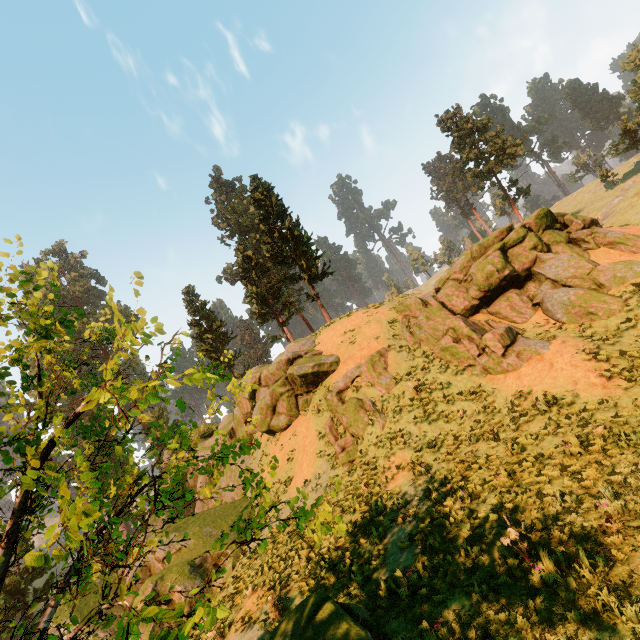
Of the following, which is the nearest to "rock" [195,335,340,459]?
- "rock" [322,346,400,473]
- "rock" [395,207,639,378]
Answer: "rock" [322,346,400,473]

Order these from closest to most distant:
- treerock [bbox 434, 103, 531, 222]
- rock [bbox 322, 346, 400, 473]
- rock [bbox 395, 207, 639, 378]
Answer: rock [bbox 395, 207, 639, 378]
rock [bbox 322, 346, 400, 473]
treerock [bbox 434, 103, 531, 222]

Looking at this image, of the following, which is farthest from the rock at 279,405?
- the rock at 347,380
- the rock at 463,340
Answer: the rock at 463,340

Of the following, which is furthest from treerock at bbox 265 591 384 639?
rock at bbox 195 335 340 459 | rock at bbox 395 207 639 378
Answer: rock at bbox 395 207 639 378

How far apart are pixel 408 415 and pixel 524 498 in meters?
6.5 m

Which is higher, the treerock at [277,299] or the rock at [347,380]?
the treerock at [277,299]

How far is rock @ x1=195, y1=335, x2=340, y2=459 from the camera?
19.64m

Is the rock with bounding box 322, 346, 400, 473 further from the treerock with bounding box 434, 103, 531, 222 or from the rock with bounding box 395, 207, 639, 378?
the treerock with bounding box 434, 103, 531, 222
